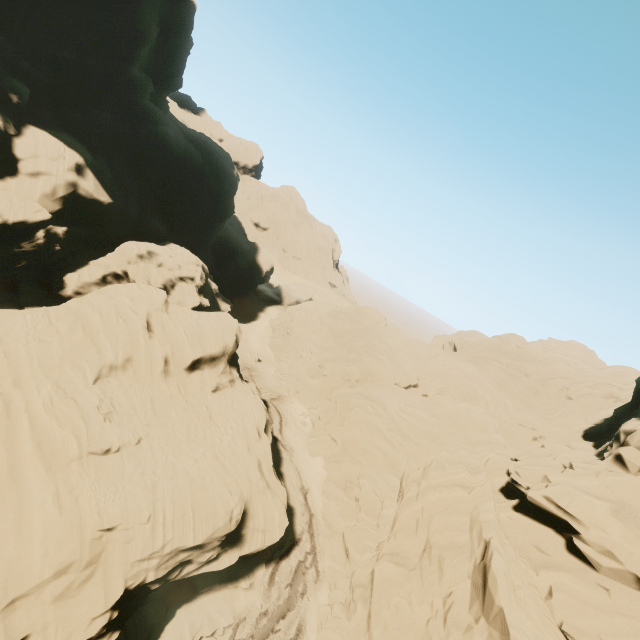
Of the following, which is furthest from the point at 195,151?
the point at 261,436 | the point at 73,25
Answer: the point at 261,436

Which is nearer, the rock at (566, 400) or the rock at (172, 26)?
the rock at (566, 400)

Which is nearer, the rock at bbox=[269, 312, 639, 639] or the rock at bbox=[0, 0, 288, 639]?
the rock at bbox=[269, 312, 639, 639]
